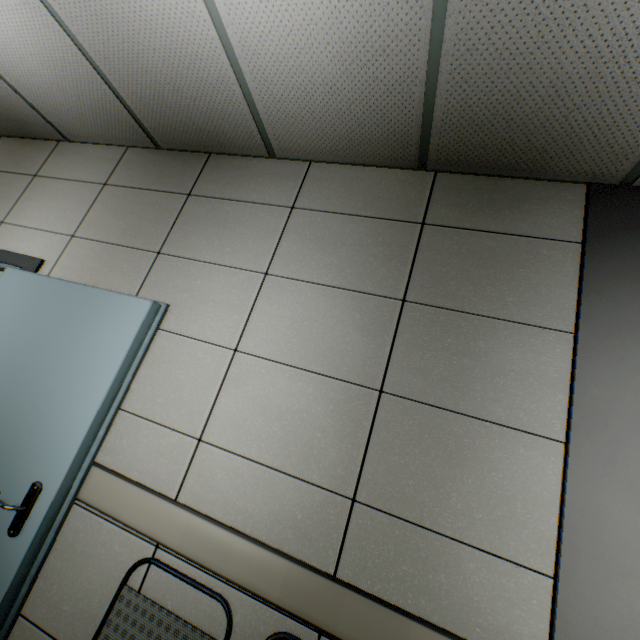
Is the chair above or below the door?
below

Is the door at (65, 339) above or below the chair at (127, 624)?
above

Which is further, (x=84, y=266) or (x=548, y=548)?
(x=84, y=266)
